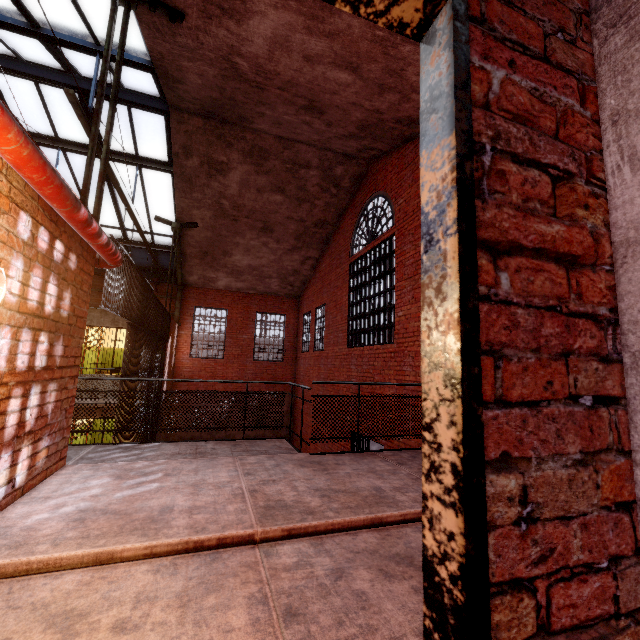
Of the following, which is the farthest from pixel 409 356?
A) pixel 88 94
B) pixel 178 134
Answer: pixel 88 94

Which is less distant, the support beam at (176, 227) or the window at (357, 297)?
the window at (357, 297)

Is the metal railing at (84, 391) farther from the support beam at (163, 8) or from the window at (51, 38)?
the window at (51, 38)

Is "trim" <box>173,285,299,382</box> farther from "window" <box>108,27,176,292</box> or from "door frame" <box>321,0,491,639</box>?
"door frame" <box>321,0,491,639</box>

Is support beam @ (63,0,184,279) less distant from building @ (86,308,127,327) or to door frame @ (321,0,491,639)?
building @ (86,308,127,327)

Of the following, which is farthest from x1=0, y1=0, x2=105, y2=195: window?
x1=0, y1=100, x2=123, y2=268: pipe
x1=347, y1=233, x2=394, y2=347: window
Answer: x1=347, y1=233, x2=394, y2=347: window

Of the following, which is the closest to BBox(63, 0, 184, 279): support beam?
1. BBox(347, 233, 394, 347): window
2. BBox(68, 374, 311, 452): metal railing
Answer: BBox(68, 374, 311, 452): metal railing

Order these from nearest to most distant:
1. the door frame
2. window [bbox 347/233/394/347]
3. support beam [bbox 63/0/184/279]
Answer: the door frame
support beam [bbox 63/0/184/279]
window [bbox 347/233/394/347]
